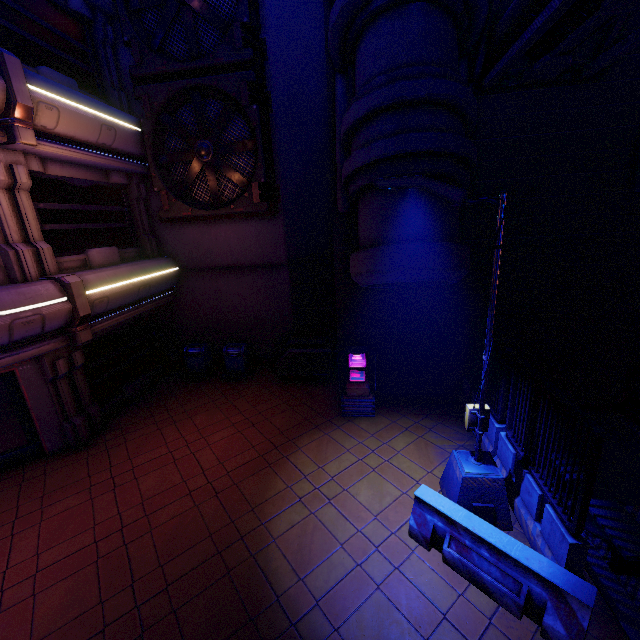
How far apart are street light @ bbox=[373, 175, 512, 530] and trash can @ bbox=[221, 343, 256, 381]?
7.64m

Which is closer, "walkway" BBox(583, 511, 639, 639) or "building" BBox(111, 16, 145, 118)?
"walkway" BBox(583, 511, 639, 639)

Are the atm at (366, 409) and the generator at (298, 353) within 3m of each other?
yes

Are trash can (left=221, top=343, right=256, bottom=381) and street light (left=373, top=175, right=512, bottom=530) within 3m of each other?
no

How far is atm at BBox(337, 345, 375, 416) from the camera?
9.2m

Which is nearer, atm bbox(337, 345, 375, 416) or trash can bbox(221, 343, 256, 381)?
atm bbox(337, 345, 375, 416)

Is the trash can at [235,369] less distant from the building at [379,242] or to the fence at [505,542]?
the building at [379,242]

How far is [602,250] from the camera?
8.4 meters
